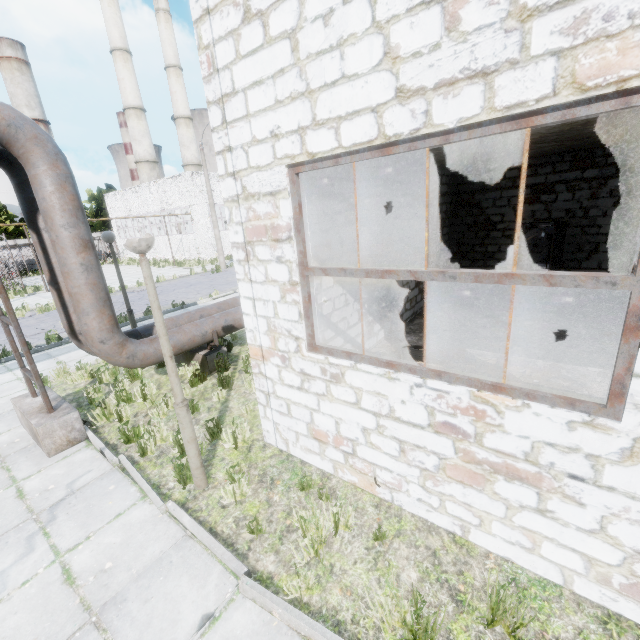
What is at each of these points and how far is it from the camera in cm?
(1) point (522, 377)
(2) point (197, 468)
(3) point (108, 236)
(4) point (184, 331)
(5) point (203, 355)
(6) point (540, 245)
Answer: (1) concrete debris, 554
(2) lamp post, 424
(3) lamp post, 827
(4) pipe, 704
(5) pipe holder, 753
(6) wire spool, 1438

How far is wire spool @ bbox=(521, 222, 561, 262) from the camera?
14.1 meters

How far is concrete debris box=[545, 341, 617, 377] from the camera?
5.6m

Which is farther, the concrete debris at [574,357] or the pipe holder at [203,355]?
the pipe holder at [203,355]

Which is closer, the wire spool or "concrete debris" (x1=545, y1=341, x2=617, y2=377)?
"concrete debris" (x1=545, y1=341, x2=617, y2=377)

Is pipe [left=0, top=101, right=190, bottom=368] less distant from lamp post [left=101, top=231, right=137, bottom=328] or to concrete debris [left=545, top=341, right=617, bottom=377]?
lamp post [left=101, top=231, right=137, bottom=328]

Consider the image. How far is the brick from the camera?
9.8 meters

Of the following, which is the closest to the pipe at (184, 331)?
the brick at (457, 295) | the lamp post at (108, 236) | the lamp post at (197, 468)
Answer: the lamp post at (108, 236)
